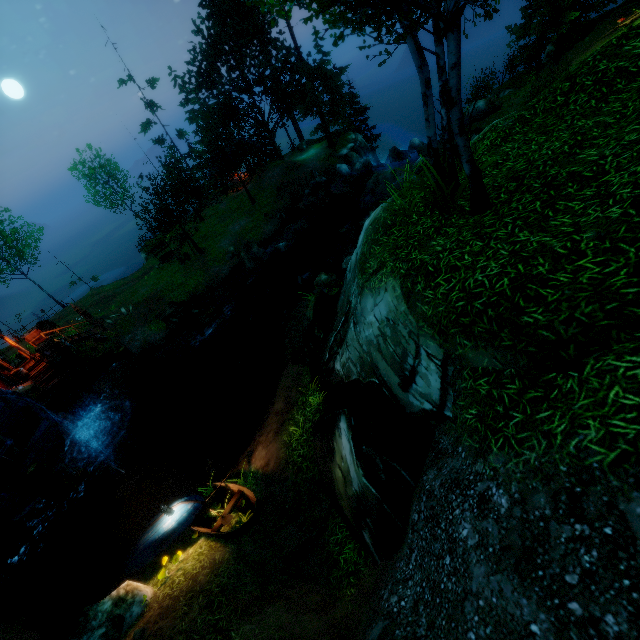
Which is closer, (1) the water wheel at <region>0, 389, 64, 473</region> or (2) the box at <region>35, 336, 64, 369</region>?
(1) the water wheel at <region>0, 389, 64, 473</region>

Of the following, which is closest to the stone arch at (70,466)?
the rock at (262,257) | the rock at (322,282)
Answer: the rock at (262,257)

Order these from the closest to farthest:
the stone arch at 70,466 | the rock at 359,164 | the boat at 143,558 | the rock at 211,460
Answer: the boat at 143,558, the rock at 211,460, the stone arch at 70,466, the rock at 359,164

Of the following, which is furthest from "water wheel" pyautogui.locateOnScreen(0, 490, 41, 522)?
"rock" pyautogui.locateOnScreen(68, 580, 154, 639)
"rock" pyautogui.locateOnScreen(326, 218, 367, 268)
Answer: "rock" pyautogui.locateOnScreen(326, 218, 367, 268)

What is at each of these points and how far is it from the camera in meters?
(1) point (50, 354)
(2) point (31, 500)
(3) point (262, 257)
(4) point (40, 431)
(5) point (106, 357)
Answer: (1) box, 18.8 m
(2) water wheel, 14.9 m
(3) rock, 24.2 m
(4) water wheel, 14.8 m
(5) piling, 22.0 m

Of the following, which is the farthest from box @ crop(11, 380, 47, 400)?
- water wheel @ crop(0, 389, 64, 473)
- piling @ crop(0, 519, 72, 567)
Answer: piling @ crop(0, 519, 72, 567)

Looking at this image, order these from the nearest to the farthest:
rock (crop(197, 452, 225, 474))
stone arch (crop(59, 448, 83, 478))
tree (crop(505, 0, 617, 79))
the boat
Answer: the boat → rock (crop(197, 452, 225, 474)) → stone arch (crop(59, 448, 83, 478)) → tree (crop(505, 0, 617, 79))

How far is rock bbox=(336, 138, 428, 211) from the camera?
24.8 meters
